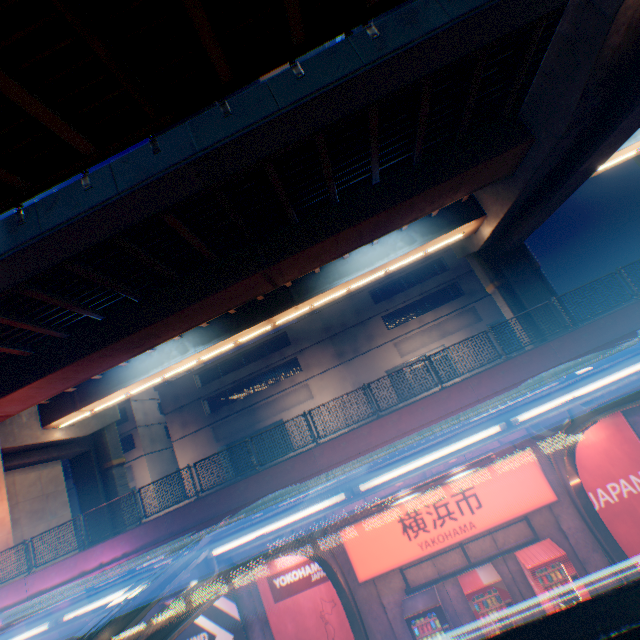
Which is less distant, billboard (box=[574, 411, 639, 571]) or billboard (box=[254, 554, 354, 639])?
billboard (box=[574, 411, 639, 571])

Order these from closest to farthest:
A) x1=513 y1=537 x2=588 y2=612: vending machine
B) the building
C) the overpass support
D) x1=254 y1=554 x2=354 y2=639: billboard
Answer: the overpass support, x1=513 y1=537 x2=588 y2=612: vending machine, x1=254 y1=554 x2=354 y2=639: billboard, the building

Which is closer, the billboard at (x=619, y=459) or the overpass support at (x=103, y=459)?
the overpass support at (x=103, y=459)

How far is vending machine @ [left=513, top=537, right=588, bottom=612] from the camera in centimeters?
865cm

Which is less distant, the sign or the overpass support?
the overpass support

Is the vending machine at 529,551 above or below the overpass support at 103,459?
below

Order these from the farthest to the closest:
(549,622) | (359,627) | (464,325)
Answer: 1. (464,325)
2. (359,627)
3. (549,622)

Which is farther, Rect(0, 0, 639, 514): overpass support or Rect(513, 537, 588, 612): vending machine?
Rect(513, 537, 588, 612): vending machine
